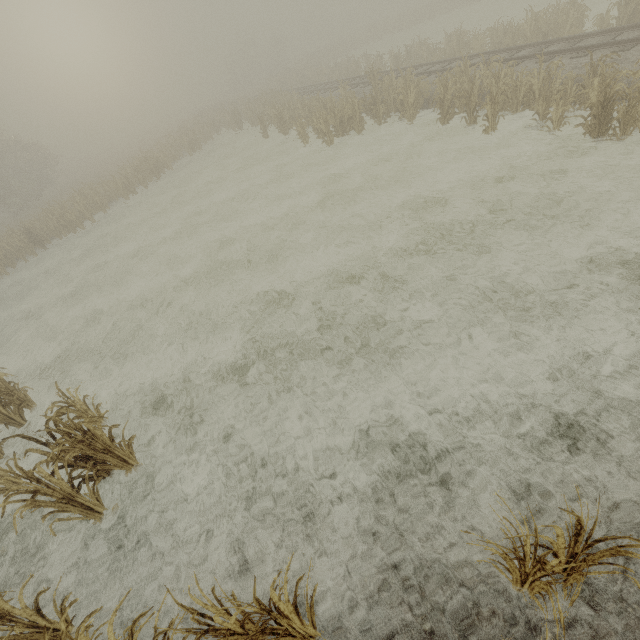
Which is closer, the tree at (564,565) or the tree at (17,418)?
the tree at (564,565)

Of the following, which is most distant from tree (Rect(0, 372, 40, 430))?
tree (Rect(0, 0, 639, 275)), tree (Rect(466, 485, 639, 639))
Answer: tree (Rect(0, 0, 639, 275))

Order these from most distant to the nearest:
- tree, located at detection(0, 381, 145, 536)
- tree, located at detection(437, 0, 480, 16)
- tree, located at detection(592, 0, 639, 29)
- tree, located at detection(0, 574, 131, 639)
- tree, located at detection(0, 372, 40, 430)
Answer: tree, located at detection(437, 0, 480, 16) → tree, located at detection(592, 0, 639, 29) → tree, located at detection(0, 372, 40, 430) → tree, located at detection(0, 381, 145, 536) → tree, located at detection(0, 574, 131, 639)

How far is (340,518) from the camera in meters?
4.3 m

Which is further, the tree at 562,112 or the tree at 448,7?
the tree at 448,7

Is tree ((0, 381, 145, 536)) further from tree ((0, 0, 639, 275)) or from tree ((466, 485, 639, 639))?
tree ((0, 0, 639, 275))

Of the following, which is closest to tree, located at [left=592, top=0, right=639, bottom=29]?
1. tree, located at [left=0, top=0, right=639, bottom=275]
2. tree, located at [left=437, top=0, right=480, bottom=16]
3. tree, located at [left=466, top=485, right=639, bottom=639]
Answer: tree, located at [left=466, top=485, right=639, bottom=639]
